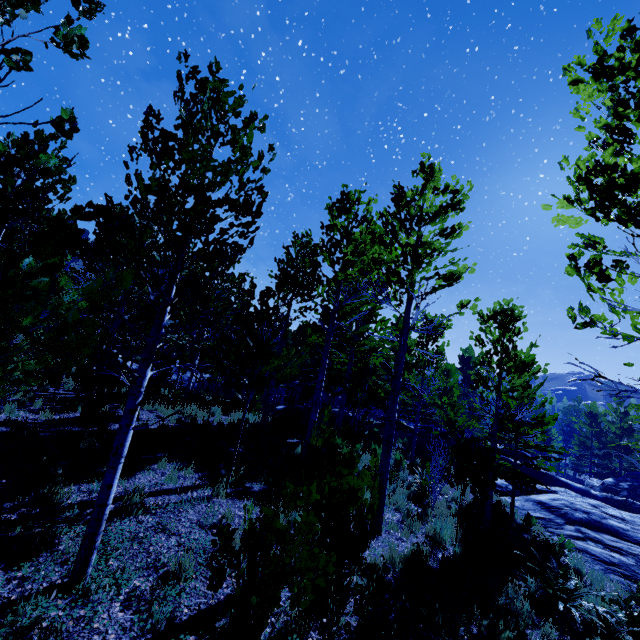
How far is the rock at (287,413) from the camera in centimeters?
1691cm

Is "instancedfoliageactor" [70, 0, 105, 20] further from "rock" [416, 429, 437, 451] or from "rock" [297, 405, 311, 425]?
"rock" [416, 429, 437, 451]

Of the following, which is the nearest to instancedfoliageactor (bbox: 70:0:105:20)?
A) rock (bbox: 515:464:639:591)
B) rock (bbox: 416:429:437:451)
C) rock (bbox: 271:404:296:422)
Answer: rock (bbox: 271:404:296:422)

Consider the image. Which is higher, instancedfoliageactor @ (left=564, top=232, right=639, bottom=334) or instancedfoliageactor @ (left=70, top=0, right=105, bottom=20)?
instancedfoliageactor @ (left=70, top=0, right=105, bottom=20)

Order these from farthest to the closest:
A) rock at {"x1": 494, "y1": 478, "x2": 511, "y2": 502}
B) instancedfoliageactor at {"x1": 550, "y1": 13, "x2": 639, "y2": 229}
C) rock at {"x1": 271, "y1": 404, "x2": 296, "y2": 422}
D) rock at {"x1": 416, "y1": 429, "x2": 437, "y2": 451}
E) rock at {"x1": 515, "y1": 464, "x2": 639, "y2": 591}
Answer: rock at {"x1": 416, "y1": 429, "x2": 437, "y2": 451}
rock at {"x1": 271, "y1": 404, "x2": 296, "y2": 422}
rock at {"x1": 494, "y1": 478, "x2": 511, "y2": 502}
rock at {"x1": 515, "y1": 464, "x2": 639, "y2": 591}
instancedfoliageactor at {"x1": 550, "y1": 13, "x2": 639, "y2": 229}

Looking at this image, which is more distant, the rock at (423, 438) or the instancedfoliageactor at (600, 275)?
the rock at (423, 438)

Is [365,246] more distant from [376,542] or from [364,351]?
[376,542]

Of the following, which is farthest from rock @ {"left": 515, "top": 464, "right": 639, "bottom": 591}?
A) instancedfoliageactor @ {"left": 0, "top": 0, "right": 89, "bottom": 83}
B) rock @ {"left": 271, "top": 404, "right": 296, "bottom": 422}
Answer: rock @ {"left": 271, "top": 404, "right": 296, "bottom": 422}
